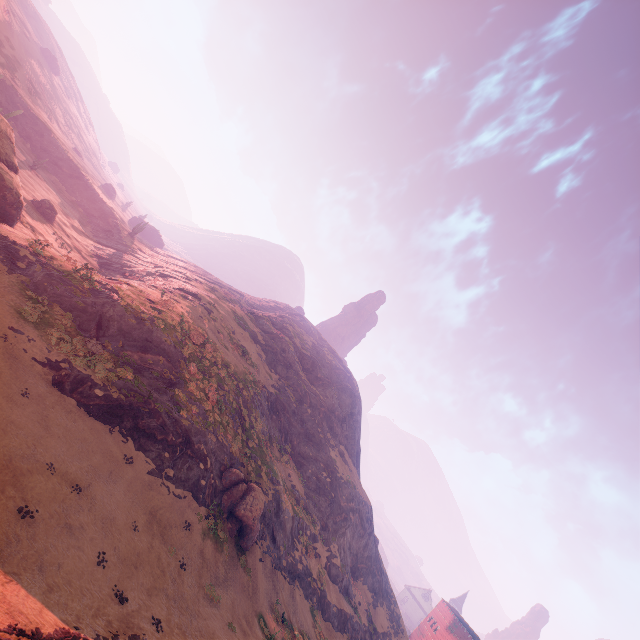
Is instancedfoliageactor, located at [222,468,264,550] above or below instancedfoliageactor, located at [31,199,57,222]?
above

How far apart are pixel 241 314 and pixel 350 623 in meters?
40.3

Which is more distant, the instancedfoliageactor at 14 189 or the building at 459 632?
the building at 459 632

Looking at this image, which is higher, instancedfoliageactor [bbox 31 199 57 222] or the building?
the building

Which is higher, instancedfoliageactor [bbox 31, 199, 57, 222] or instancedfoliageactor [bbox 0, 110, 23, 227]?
instancedfoliageactor [bbox 0, 110, 23, 227]

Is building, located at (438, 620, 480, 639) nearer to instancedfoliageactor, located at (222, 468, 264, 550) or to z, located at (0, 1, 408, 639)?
z, located at (0, 1, 408, 639)

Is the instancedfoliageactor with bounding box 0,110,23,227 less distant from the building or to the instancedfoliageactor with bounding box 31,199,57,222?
the instancedfoliageactor with bounding box 31,199,57,222

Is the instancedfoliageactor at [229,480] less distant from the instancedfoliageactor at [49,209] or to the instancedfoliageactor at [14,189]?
the instancedfoliageactor at [14,189]
